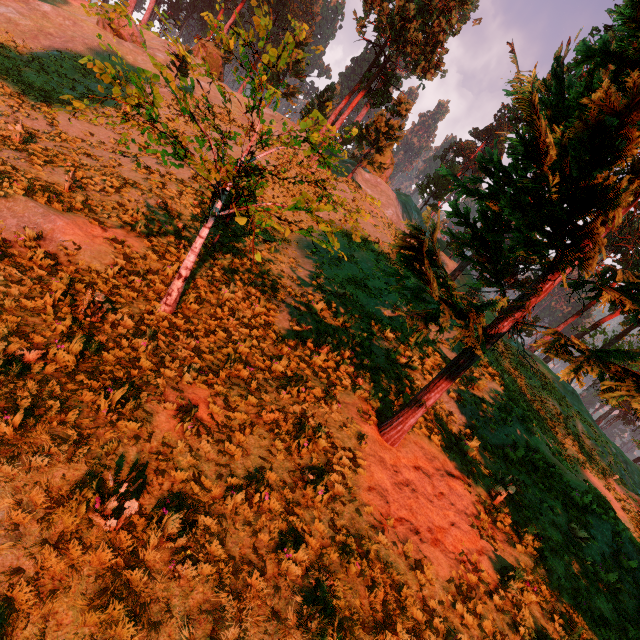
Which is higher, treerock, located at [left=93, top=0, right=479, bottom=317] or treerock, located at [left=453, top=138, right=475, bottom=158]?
treerock, located at [left=453, top=138, right=475, bottom=158]

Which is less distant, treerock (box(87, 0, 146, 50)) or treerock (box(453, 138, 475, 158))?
treerock (box(87, 0, 146, 50))

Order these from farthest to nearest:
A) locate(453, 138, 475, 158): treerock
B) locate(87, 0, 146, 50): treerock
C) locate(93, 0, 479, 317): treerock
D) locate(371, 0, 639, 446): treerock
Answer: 1. locate(453, 138, 475, 158): treerock
2. locate(93, 0, 479, 317): treerock
3. locate(87, 0, 146, 50): treerock
4. locate(371, 0, 639, 446): treerock

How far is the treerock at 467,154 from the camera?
57.1 meters

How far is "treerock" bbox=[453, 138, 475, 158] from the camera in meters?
57.1 m

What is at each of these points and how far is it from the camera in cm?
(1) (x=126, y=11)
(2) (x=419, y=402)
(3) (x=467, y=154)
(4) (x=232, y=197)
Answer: (1) treerock, 492
(2) treerock, 839
(3) treerock, 5953
(4) treerock, 689

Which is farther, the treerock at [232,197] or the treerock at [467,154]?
the treerock at [467,154]
